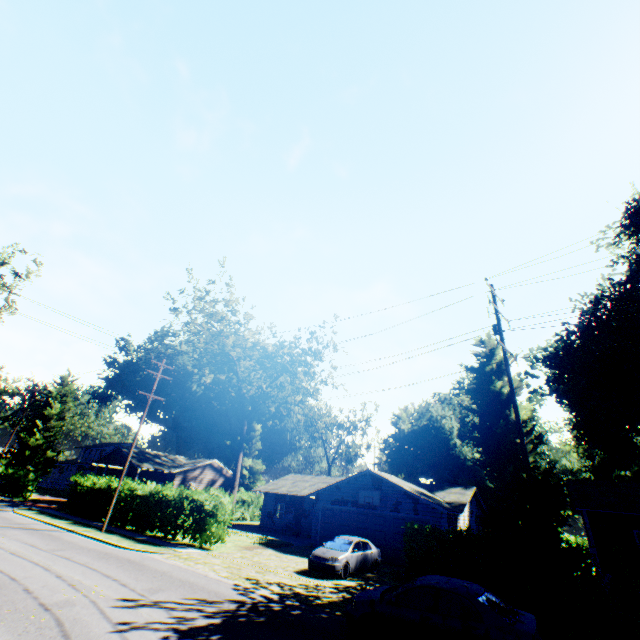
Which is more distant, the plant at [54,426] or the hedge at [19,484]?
the plant at [54,426]

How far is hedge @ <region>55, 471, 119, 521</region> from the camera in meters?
25.6

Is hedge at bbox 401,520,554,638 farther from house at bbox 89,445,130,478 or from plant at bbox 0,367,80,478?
plant at bbox 0,367,80,478

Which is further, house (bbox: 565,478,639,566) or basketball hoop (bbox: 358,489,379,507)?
basketball hoop (bbox: 358,489,379,507)

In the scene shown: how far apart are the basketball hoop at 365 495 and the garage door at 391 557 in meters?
0.5

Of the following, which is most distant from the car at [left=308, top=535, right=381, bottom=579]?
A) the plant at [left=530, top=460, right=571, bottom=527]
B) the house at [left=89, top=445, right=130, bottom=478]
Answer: the house at [left=89, top=445, right=130, bottom=478]

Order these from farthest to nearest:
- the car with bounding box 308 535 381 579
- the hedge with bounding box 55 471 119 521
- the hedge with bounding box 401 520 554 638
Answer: the hedge with bounding box 55 471 119 521 → the car with bounding box 308 535 381 579 → the hedge with bounding box 401 520 554 638

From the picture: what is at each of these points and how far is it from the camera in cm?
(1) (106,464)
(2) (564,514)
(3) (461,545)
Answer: (1) house, 4066
(2) plant, 3047
(3) hedge, 1243
